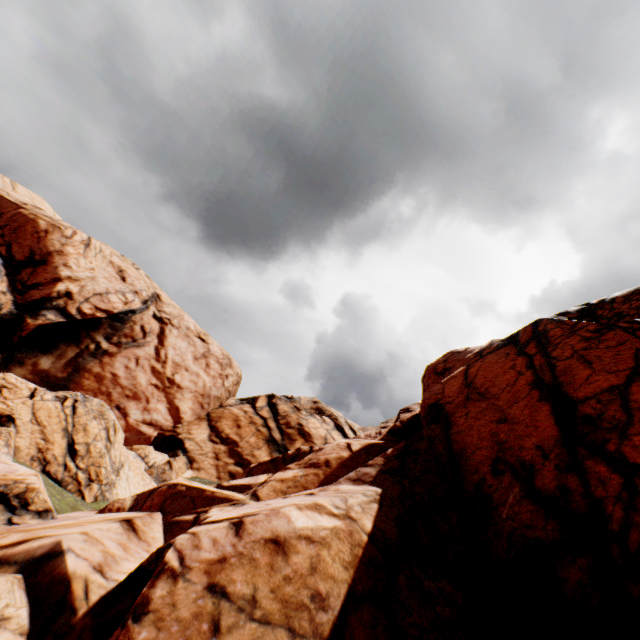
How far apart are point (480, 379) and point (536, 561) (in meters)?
6.60
